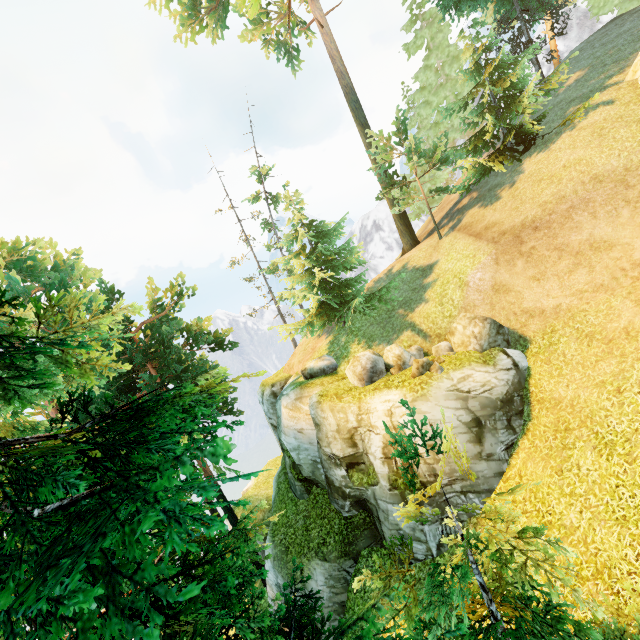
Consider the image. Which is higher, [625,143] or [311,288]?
[625,143]

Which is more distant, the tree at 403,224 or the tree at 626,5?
the tree at 626,5

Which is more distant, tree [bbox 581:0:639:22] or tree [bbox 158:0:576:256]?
tree [bbox 581:0:639:22]

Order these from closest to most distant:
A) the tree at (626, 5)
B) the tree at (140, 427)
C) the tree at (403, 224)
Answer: the tree at (140, 427)
the tree at (403, 224)
the tree at (626, 5)

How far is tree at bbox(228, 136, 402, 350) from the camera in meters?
18.7 m

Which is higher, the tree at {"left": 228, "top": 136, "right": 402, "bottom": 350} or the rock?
Result: the tree at {"left": 228, "top": 136, "right": 402, "bottom": 350}

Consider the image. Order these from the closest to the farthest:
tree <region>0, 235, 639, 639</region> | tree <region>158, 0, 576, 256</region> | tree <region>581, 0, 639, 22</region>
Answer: tree <region>0, 235, 639, 639</region> → tree <region>158, 0, 576, 256</region> → tree <region>581, 0, 639, 22</region>

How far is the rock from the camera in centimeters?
1848cm
